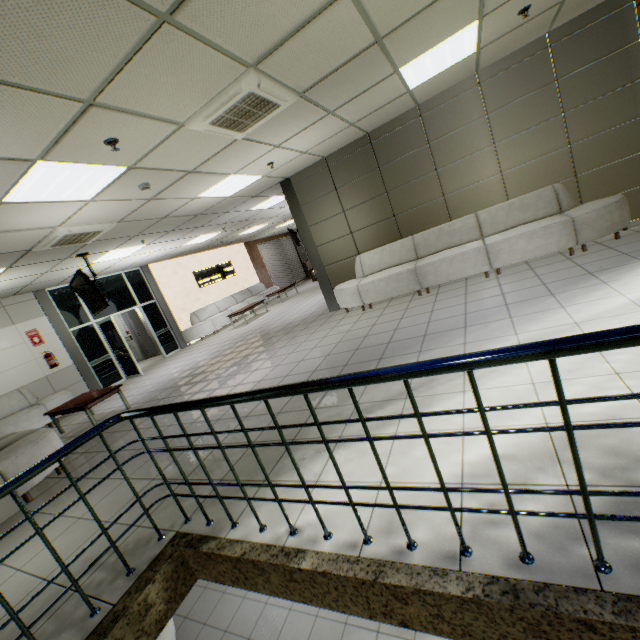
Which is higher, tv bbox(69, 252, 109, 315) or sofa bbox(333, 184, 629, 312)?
tv bbox(69, 252, 109, 315)

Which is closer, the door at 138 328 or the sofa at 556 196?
the sofa at 556 196

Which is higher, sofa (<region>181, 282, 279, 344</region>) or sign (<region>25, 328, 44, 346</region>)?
sign (<region>25, 328, 44, 346</region>)

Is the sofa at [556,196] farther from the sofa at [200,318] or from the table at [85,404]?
the sofa at [200,318]

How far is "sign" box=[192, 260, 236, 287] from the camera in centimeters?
1343cm

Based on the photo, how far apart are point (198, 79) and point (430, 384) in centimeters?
346cm

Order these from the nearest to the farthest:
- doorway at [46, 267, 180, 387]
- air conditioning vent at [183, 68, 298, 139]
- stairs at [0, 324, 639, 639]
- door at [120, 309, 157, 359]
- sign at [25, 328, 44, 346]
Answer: stairs at [0, 324, 639, 639] < air conditioning vent at [183, 68, 298, 139] < sign at [25, 328, 44, 346] < doorway at [46, 267, 180, 387] < door at [120, 309, 157, 359]

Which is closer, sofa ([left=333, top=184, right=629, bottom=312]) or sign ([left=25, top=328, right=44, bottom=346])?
sofa ([left=333, top=184, right=629, bottom=312])
